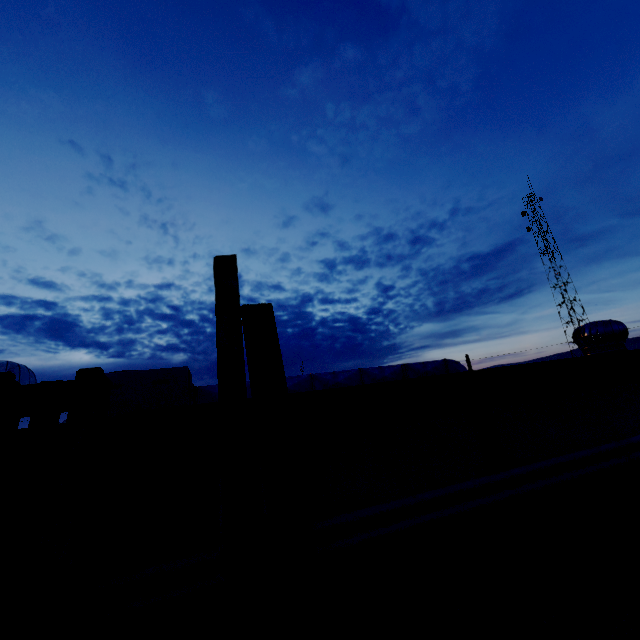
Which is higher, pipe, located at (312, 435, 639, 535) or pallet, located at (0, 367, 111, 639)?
pallet, located at (0, 367, 111, 639)

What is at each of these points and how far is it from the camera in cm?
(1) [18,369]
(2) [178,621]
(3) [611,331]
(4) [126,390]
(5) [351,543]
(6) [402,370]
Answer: (1) air vent, 214
(2) roof trim, 122
(3) air vent, 428
(4) air conditioner, 471
(5) pipe, 157
(6) air duct, 648

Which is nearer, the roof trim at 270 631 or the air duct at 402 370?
the roof trim at 270 631

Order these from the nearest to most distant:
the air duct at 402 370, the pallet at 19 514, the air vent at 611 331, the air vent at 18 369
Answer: the pallet at 19 514
the air vent at 18 369
the air vent at 611 331
the air duct at 402 370

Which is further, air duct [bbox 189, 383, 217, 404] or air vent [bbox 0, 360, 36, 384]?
air duct [bbox 189, 383, 217, 404]

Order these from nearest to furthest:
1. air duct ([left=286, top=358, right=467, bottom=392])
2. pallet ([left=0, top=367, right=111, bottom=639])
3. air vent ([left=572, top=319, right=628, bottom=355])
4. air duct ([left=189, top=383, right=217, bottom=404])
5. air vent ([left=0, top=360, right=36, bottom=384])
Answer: pallet ([left=0, top=367, right=111, bottom=639]) < air vent ([left=0, top=360, right=36, bottom=384]) < air vent ([left=572, top=319, right=628, bottom=355]) < air duct ([left=189, top=383, right=217, bottom=404]) < air duct ([left=286, top=358, right=467, bottom=392])

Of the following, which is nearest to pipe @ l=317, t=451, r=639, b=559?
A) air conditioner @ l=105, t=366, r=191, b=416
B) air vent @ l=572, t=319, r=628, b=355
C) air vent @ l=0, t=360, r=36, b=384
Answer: air vent @ l=572, t=319, r=628, b=355

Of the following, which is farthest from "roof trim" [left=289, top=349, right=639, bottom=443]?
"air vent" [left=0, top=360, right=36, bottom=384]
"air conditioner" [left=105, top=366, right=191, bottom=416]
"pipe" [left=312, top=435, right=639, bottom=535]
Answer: "air conditioner" [left=105, top=366, right=191, bottom=416]
